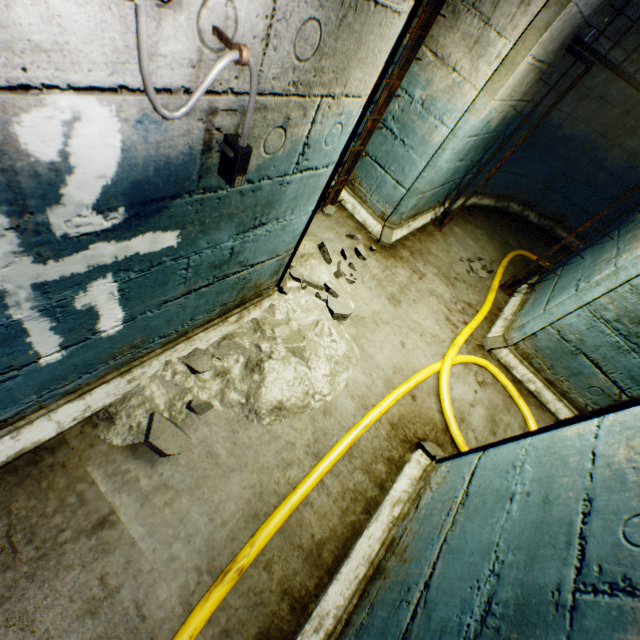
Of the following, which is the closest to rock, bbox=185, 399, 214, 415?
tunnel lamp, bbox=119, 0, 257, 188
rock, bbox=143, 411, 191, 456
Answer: rock, bbox=143, 411, 191, 456

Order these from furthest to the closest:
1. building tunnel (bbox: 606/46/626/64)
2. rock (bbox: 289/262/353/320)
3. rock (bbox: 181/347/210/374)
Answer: building tunnel (bbox: 606/46/626/64), rock (bbox: 289/262/353/320), rock (bbox: 181/347/210/374)

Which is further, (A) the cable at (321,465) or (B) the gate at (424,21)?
(B) the gate at (424,21)

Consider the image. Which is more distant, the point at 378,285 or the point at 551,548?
the point at 378,285

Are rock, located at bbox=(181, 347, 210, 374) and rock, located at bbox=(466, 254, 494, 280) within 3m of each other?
no

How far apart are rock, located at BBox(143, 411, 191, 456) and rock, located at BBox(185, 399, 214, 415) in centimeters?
15cm

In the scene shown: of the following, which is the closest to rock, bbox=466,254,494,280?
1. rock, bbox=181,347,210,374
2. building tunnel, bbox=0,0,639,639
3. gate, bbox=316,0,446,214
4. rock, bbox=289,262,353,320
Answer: building tunnel, bbox=0,0,639,639

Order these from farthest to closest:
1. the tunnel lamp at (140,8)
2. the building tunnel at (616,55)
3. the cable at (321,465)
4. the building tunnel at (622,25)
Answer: the building tunnel at (616,55) → the building tunnel at (622,25) → the cable at (321,465) → the tunnel lamp at (140,8)
